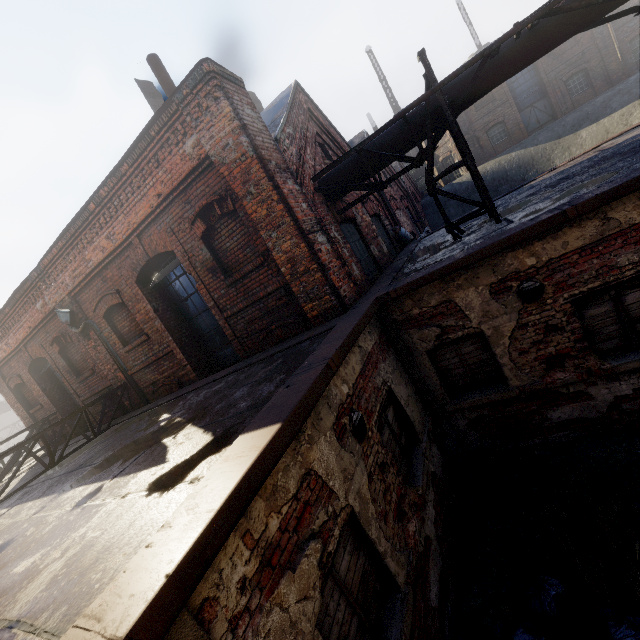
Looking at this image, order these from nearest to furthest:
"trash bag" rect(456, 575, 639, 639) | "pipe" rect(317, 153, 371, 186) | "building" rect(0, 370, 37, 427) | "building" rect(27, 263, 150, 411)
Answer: "trash bag" rect(456, 575, 639, 639)
"pipe" rect(317, 153, 371, 186)
"building" rect(27, 263, 150, 411)
"building" rect(0, 370, 37, 427)

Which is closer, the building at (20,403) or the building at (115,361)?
the building at (115,361)

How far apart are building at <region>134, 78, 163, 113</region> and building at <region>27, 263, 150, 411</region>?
4.4m

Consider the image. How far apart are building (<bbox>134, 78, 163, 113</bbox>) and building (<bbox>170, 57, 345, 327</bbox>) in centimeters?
368cm

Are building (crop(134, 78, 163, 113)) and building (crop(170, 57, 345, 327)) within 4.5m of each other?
yes

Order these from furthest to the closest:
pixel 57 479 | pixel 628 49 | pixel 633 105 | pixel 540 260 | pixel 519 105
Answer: pixel 519 105 < pixel 628 49 < pixel 633 105 < pixel 57 479 < pixel 540 260

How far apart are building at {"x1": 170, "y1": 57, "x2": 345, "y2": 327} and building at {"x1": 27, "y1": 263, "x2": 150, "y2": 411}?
5.78m

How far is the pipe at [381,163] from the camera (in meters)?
6.80
